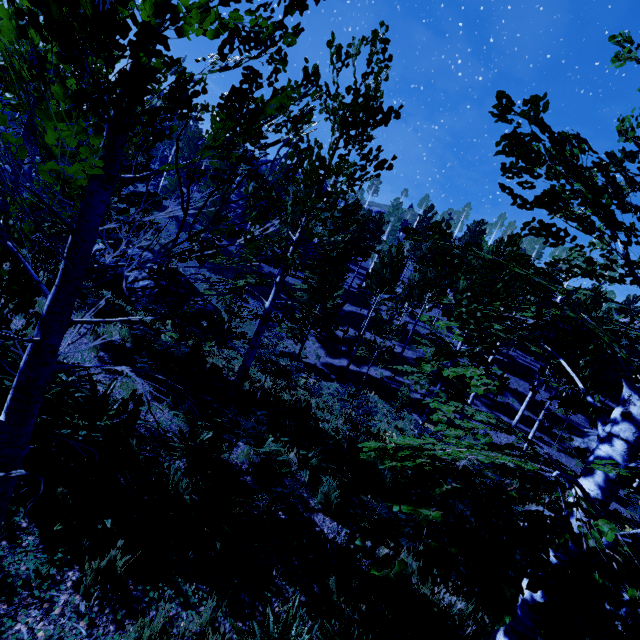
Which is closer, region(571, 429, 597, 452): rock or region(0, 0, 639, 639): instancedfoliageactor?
region(0, 0, 639, 639): instancedfoliageactor

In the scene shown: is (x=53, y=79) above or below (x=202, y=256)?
above

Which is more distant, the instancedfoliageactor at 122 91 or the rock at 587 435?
the rock at 587 435

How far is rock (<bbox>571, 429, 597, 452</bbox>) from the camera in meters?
22.8 m

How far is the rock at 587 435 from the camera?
22.8 meters
